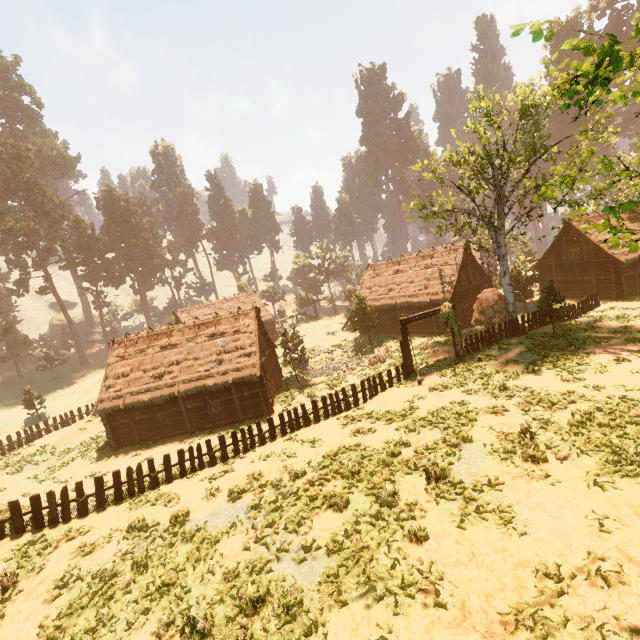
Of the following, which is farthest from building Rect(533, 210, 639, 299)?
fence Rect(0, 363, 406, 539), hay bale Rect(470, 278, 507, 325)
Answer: fence Rect(0, 363, 406, 539)

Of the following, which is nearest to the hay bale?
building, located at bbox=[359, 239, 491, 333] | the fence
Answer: building, located at bbox=[359, 239, 491, 333]

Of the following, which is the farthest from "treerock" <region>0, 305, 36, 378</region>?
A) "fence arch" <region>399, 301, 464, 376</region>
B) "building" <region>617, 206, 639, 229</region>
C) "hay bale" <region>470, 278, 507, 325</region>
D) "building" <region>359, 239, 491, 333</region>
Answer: "fence arch" <region>399, 301, 464, 376</region>

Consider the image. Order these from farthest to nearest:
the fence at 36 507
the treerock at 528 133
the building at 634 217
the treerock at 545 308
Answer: the building at 634 217
the treerock at 545 308
the fence at 36 507
the treerock at 528 133

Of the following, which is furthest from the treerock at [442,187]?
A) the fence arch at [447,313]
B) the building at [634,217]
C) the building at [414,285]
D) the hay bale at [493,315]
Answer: the fence arch at [447,313]

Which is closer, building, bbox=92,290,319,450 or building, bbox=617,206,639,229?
building, bbox=92,290,319,450

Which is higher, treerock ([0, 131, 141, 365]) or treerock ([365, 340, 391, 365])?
treerock ([0, 131, 141, 365])

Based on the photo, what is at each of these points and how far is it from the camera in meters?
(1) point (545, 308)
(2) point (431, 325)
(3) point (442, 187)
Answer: (1) treerock, 21.1
(2) building, 31.7
(3) treerock, 23.6
